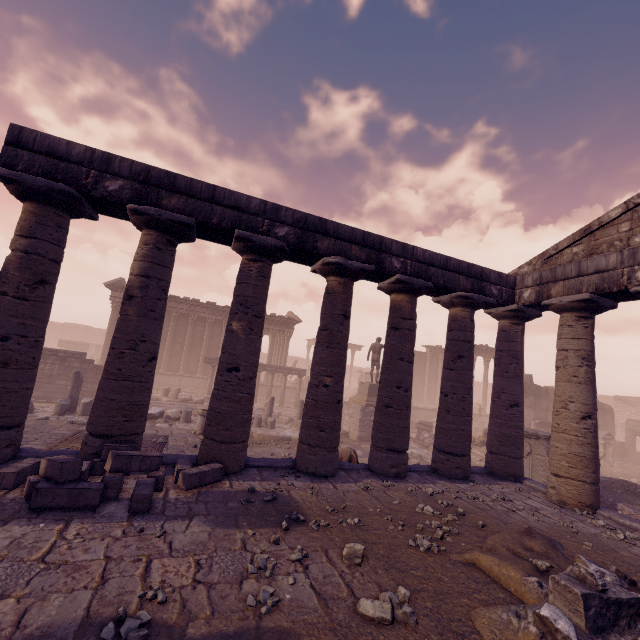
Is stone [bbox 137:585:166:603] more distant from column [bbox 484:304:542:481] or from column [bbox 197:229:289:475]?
column [bbox 484:304:542:481]

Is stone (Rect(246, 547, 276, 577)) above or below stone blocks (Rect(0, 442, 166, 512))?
below

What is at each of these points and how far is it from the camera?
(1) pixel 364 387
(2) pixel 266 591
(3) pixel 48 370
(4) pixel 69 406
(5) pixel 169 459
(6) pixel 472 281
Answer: (1) pedestal, 18.50m
(2) stone, 3.58m
(3) relief sculpture, 16.83m
(4) building debris, 12.85m
(5) building base, 7.29m
(6) entablature, 10.10m

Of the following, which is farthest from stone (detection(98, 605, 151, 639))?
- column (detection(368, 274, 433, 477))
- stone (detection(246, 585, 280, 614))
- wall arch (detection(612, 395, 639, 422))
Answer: wall arch (detection(612, 395, 639, 422))

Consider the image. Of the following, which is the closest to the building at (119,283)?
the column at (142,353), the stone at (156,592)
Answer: the column at (142,353)

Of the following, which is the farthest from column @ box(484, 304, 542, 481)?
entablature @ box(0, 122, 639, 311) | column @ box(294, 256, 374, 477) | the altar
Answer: the altar

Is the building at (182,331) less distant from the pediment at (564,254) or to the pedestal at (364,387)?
the pedestal at (364,387)

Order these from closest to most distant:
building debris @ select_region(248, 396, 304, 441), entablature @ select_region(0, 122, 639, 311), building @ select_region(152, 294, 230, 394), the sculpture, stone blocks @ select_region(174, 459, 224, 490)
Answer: stone blocks @ select_region(174, 459, 224, 490), entablature @ select_region(0, 122, 639, 311), the sculpture, building debris @ select_region(248, 396, 304, 441), building @ select_region(152, 294, 230, 394)
